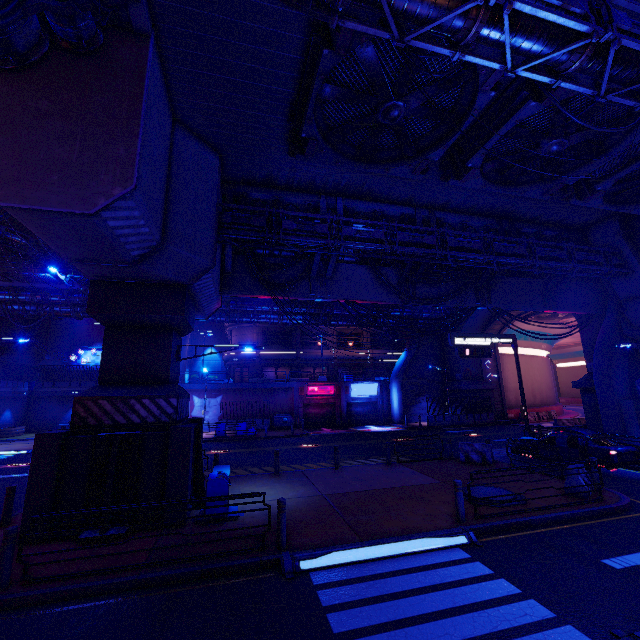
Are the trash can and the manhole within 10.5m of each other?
yes

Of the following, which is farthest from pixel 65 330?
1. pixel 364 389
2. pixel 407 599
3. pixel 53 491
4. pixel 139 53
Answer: pixel 407 599

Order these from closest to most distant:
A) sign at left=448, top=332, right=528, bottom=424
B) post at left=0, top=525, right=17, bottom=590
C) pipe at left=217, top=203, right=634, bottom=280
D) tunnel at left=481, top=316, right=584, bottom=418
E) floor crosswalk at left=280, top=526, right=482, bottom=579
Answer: post at left=0, top=525, right=17, bottom=590
floor crosswalk at left=280, top=526, right=482, bottom=579
pipe at left=217, top=203, right=634, bottom=280
sign at left=448, top=332, right=528, bottom=424
tunnel at left=481, top=316, right=584, bottom=418

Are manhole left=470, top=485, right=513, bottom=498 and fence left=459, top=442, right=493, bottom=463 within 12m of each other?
yes

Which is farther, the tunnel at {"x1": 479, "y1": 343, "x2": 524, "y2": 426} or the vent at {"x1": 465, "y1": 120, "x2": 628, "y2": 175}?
the tunnel at {"x1": 479, "y1": 343, "x2": 524, "y2": 426}

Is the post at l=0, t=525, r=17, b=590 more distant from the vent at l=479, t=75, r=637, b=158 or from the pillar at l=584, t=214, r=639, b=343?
the pillar at l=584, t=214, r=639, b=343

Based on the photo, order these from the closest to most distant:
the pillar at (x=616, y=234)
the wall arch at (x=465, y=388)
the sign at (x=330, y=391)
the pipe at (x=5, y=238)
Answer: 1. the pillar at (x=616, y=234)
2. the pipe at (x=5, y=238)
3. the wall arch at (x=465, y=388)
4. the sign at (x=330, y=391)

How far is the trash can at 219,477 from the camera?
9.51m
